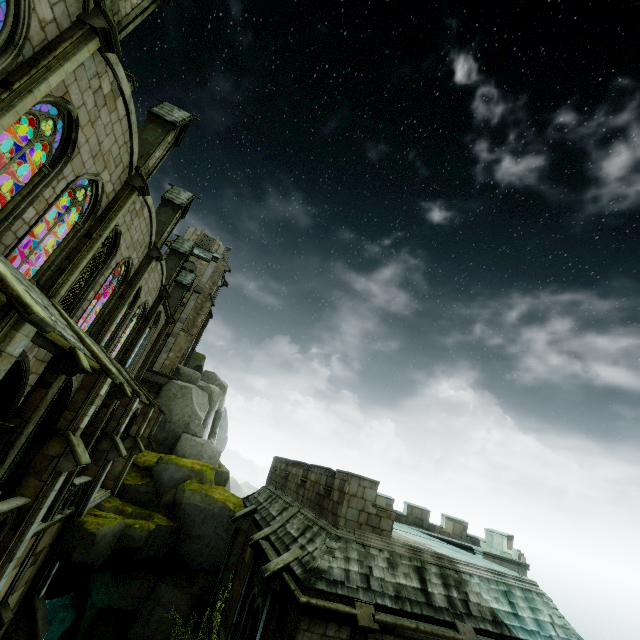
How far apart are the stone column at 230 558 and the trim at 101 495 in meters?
7.3

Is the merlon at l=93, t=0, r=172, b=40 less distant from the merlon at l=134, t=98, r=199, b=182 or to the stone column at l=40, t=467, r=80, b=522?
the merlon at l=134, t=98, r=199, b=182

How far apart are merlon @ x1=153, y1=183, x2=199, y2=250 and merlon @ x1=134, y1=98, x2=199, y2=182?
4.6m

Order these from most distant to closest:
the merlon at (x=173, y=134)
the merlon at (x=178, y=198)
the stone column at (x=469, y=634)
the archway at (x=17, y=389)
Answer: the merlon at (x=178, y=198)
the merlon at (x=173, y=134)
the stone column at (x=469, y=634)
the archway at (x=17, y=389)

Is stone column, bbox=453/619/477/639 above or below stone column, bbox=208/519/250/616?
above

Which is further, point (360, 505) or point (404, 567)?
point (360, 505)

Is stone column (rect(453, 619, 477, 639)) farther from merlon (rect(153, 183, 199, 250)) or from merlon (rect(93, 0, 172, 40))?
merlon (rect(153, 183, 199, 250))

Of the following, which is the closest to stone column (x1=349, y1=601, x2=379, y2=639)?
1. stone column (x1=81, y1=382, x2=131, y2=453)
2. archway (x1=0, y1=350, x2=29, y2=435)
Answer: archway (x1=0, y1=350, x2=29, y2=435)
